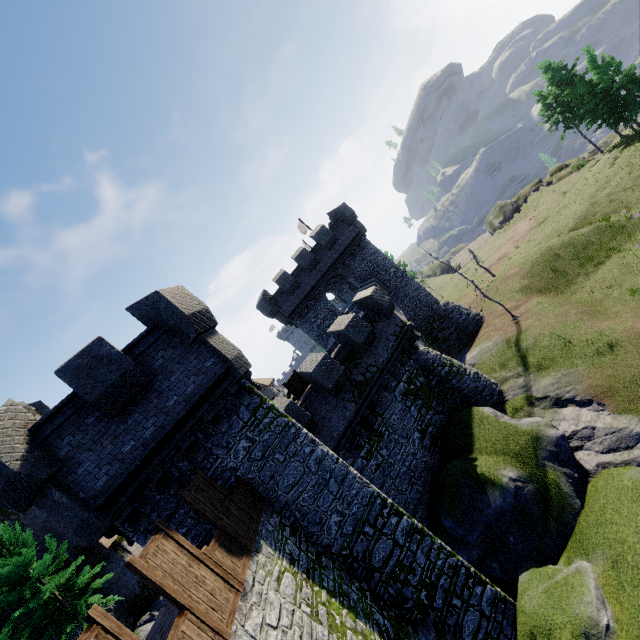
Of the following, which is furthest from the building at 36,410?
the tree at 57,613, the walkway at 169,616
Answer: the walkway at 169,616

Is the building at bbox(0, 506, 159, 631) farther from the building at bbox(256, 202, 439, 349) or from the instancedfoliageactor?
the instancedfoliageactor

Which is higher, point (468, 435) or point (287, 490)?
point (287, 490)

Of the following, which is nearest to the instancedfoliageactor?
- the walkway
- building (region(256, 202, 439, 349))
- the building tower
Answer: building (region(256, 202, 439, 349))

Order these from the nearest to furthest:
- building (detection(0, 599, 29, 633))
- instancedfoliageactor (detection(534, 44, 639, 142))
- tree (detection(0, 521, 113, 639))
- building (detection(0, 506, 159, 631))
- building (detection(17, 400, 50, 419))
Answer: tree (detection(0, 521, 113, 639)) < building (detection(0, 599, 29, 633)) < building (detection(0, 506, 159, 631)) < building (detection(17, 400, 50, 419)) < instancedfoliageactor (detection(534, 44, 639, 142))

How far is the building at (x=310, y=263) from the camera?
27.28m

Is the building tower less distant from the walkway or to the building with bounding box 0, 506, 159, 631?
the walkway

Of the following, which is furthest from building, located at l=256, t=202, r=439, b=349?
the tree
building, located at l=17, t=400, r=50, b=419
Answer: building, located at l=17, t=400, r=50, b=419
